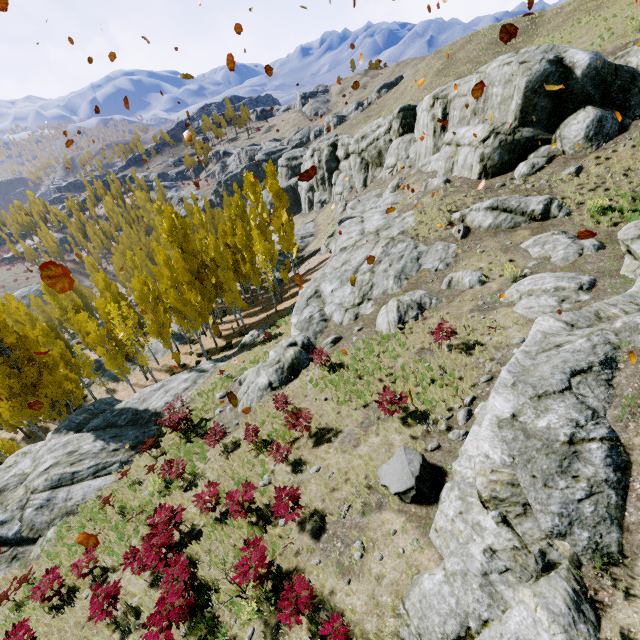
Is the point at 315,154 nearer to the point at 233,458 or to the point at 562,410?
the point at 233,458

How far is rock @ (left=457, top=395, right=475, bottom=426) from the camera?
9.5m

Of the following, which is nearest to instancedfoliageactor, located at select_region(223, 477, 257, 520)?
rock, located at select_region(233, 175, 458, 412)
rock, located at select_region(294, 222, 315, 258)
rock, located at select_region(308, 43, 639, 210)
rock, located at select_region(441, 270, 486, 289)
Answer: rock, located at select_region(308, 43, 639, 210)

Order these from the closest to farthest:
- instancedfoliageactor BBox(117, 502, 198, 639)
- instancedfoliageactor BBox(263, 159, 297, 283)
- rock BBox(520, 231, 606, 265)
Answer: instancedfoliageactor BBox(117, 502, 198, 639)
rock BBox(520, 231, 606, 265)
instancedfoliageactor BBox(263, 159, 297, 283)

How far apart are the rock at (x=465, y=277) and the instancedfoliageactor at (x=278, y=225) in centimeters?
1979cm

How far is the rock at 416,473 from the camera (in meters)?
7.89

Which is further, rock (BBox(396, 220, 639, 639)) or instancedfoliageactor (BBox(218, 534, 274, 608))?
instancedfoliageactor (BBox(218, 534, 274, 608))
